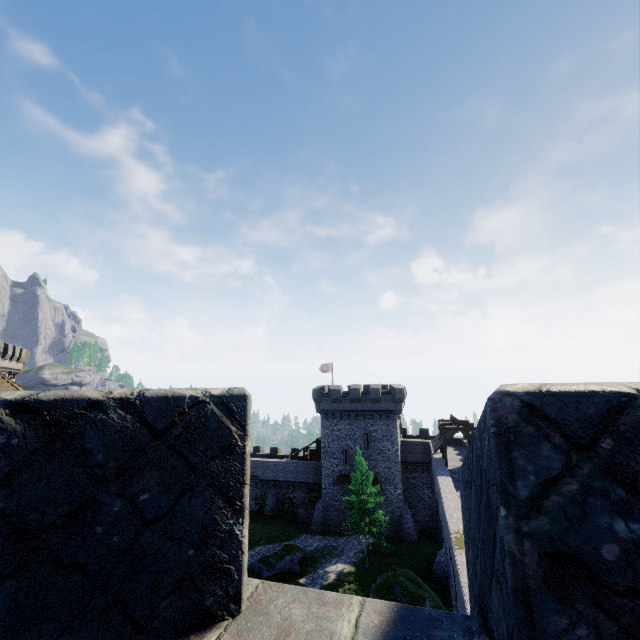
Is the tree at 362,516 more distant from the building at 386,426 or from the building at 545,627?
the building at 545,627

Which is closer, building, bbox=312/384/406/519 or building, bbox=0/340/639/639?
building, bbox=0/340/639/639

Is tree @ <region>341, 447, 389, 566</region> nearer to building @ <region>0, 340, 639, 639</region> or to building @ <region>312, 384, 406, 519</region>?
building @ <region>312, 384, 406, 519</region>

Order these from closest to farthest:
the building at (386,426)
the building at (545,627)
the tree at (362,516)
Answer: the building at (545,627), the tree at (362,516), the building at (386,426)

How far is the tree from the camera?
30.3m

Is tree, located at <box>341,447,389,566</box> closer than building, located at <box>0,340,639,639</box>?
No

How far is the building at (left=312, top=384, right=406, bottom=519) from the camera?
38.7 meters

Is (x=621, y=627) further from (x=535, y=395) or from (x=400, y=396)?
(x=400, y=396)
